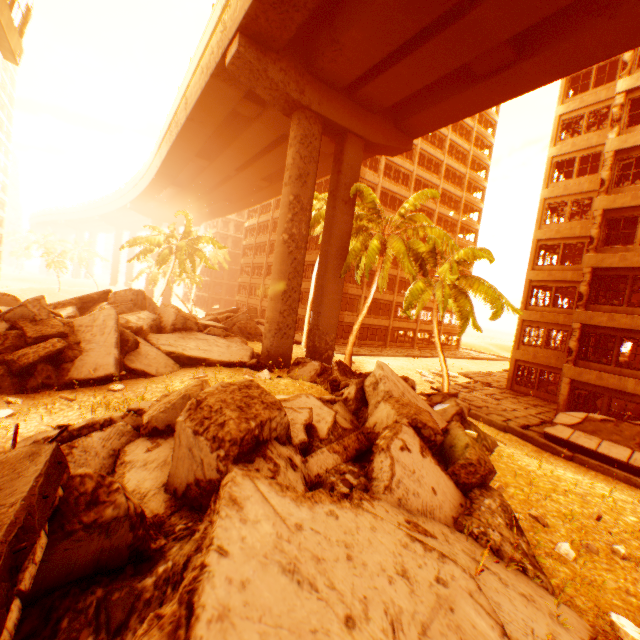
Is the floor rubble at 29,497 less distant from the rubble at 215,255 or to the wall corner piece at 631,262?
the rubble at 215,255

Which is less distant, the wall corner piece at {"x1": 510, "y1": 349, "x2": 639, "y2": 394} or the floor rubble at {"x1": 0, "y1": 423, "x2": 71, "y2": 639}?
the floor rubble at {"x1": 0, "y1": 423, "x2": 71, "y2": 639}

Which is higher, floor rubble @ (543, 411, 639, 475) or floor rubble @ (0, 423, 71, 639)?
floor rubble @ (0, 423, 71, 639)

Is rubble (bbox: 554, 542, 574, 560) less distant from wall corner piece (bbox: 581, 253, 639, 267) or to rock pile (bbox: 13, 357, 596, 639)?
rock pile (bbox: 13, 357, 596, 639)

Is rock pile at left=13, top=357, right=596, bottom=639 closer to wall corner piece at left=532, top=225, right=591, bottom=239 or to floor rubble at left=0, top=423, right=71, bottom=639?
floor rubble at left=0, top=423, right=71, bottom=639

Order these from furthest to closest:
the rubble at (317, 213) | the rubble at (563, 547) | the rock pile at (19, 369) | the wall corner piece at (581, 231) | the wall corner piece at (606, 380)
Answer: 1. the rubble at (317, 213)
2. the wall corner piece at (581, 231)
3. the wall corner piece at (606, 380)
4. the rock pile at (19, 369)
5. the rubble at (563, 547)

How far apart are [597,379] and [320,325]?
14.5 meters

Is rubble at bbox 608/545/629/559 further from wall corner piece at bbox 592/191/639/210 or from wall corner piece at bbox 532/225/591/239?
wall corner piece at bbox 532/225/591/239
